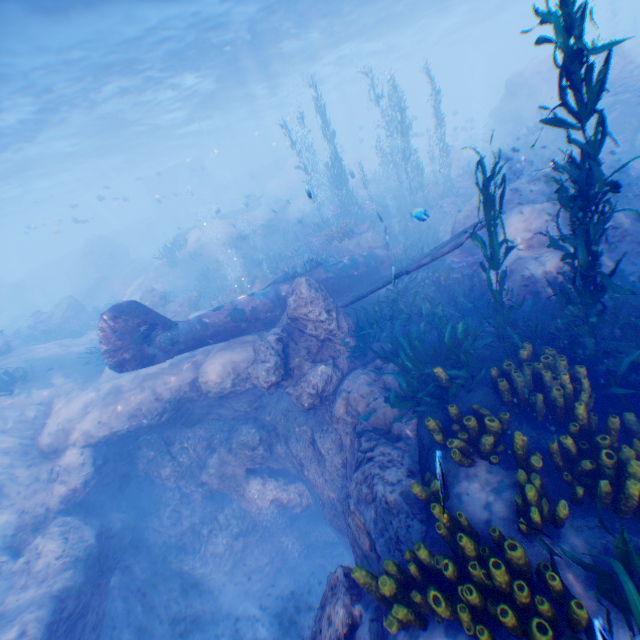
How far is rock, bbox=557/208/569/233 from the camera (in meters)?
8.41

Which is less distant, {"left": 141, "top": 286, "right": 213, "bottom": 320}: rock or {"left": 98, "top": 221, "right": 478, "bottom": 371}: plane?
{"left": 98, "top": 221, "right": 478, "bottom": 371}: plane

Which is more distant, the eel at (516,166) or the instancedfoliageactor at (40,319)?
the instancedfoliageactor at (40,319)

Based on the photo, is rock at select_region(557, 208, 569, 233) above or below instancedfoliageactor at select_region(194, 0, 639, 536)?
above

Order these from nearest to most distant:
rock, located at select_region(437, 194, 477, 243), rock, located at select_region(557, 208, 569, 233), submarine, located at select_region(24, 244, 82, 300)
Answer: rock, located at select_region(557, 208, 569, 233)
rock, located at select_region(437, 194, 477, 243)
submarine, located at select_region(24, 244, 82, 300)

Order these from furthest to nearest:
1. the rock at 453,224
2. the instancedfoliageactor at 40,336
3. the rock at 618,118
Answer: the instancedfoliageactor at 40,336
the rock at 618,118
the rock at 453,224

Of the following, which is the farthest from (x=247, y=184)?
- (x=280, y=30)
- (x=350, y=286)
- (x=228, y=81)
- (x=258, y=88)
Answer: (x=350, y=286)
